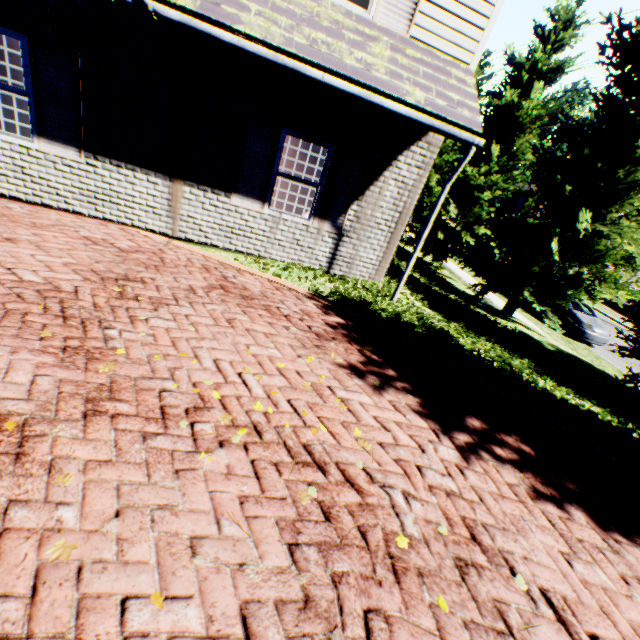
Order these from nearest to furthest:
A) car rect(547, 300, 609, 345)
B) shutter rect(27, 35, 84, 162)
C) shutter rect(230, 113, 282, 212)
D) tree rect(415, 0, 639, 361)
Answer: shutter rect(27, 35, 84, 162)
shutter rect(230, 113, 282, 212)
tree rect(415, 0, 639, 361)
car rect(547, 300, 609, 345)

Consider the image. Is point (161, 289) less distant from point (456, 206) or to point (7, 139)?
point (7, 139)

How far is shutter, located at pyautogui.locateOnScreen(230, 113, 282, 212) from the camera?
5.9 meters

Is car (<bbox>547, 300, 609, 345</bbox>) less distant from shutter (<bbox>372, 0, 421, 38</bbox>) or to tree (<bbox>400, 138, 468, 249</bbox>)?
tree (<bbox>400, 138, 468, 249</bbox>)

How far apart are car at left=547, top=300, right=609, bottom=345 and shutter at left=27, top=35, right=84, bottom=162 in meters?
17.6

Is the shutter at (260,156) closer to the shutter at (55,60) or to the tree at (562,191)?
the shutter at (55,60)

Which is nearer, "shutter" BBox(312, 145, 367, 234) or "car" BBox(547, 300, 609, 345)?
"shutter" BBox(312, 145, 367, 234)

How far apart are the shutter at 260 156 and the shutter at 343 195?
0.93m
